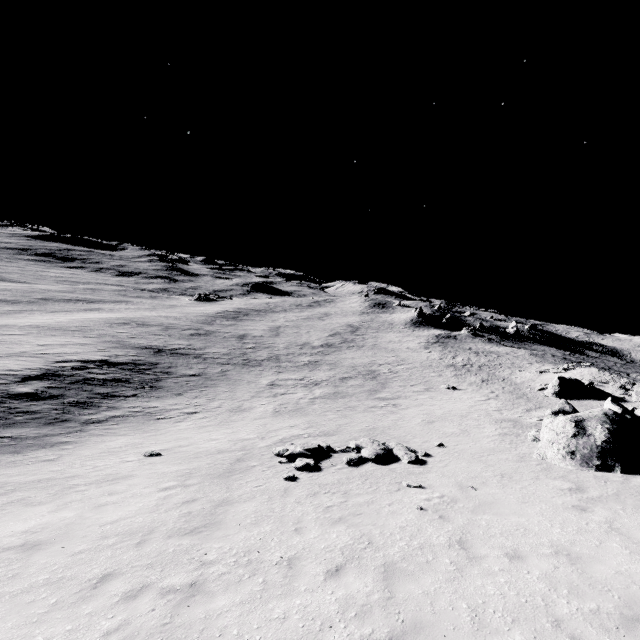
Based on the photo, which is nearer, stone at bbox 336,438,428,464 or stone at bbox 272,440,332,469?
stone at bbox 272,440,332,469

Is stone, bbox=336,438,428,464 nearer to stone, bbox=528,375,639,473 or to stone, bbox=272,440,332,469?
stone, bbox=272,440,332,469

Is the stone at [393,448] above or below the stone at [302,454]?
above

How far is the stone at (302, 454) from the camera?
13.66m

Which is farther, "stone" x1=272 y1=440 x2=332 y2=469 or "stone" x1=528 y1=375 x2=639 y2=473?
"stone" x1=272 y1=440 x2=332 y2=469

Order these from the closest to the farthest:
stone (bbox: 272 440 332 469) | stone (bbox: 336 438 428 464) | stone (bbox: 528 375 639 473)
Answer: stone (bbox: 528 375 639 473), stone (bbox: 272 440 332 469), stone (bbox: 336 438 428 464)

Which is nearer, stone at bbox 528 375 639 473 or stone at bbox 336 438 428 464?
stone at bbox 528 375 639 473

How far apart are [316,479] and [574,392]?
31.4 meters
